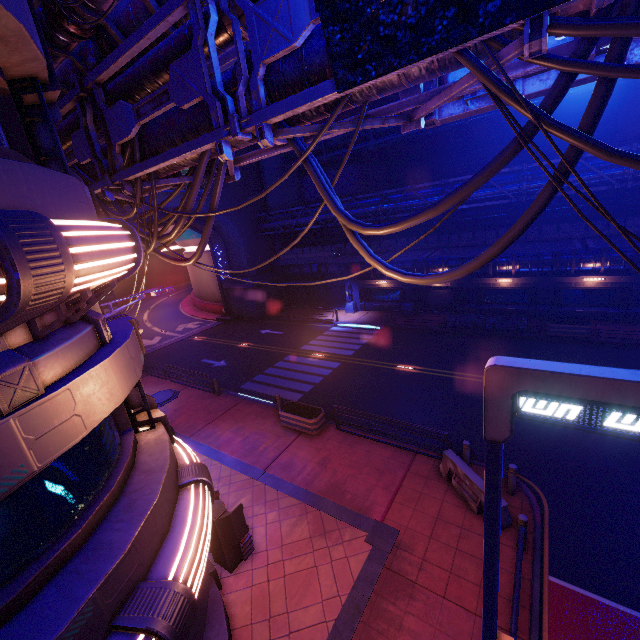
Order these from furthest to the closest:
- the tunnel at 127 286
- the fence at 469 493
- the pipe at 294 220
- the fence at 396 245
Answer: the tunnel at 127 286 < the pipe at 294 220 < the fence at 396 245 < the fence at 469 493

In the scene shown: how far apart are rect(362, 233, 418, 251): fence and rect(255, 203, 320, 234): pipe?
0.0m

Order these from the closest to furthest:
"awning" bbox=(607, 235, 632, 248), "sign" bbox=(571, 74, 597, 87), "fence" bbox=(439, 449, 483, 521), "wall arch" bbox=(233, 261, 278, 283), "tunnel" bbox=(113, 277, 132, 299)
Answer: "sign" bbox=(571, 74, 597, 87), "fence" bbox=(439, 449, 483, 521), "awning" bbox=(607, 235, 632, 248), "wall arch" bbox=(233, 261, 278, 283), "tunnel" bbox=(113, 277, 132, 299)

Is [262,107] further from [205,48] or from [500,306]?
[500,306]

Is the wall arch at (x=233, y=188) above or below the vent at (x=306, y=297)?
above

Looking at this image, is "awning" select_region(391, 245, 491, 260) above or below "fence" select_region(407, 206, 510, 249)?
below

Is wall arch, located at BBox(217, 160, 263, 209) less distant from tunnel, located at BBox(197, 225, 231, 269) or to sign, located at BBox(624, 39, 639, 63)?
tunnel, located at BBox(197, 225, 231, 269)

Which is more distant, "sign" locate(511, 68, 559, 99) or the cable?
"sign" locate(511, 68, 559, 99)
